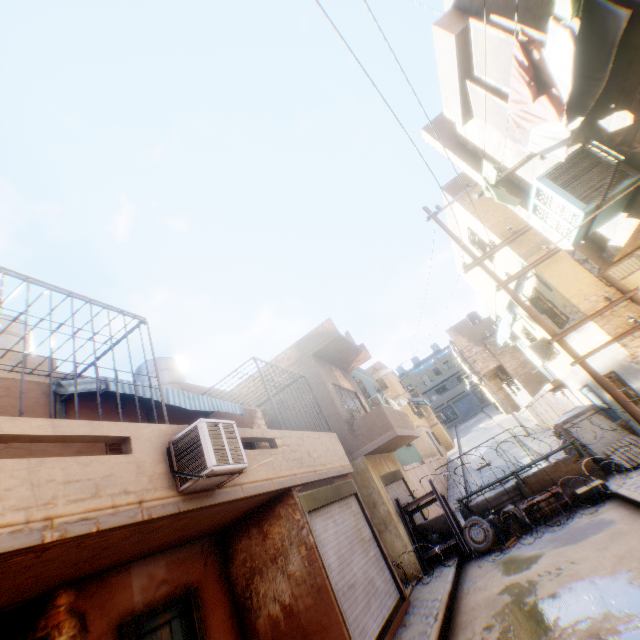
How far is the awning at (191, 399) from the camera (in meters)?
7.25

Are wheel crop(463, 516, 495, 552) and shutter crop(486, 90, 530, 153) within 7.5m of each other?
no

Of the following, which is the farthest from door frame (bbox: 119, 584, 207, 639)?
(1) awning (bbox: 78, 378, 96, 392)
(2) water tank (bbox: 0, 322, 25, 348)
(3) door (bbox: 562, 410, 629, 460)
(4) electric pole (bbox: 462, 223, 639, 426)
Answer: (3) door (bbox: 562, 410, 629, 460)

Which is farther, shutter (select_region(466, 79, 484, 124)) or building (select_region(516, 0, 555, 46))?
shutter (select_region(466, 79, 484, 124))

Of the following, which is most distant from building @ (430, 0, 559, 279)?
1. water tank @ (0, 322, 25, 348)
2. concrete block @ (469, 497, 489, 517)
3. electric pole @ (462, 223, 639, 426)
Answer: concrete block @ (469, 497, 489, 517)

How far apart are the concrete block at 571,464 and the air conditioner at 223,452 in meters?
10.5 m

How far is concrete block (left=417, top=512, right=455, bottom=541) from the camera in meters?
11.5 m

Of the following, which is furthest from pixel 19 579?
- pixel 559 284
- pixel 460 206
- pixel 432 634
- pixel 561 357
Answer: pixel 561 357
